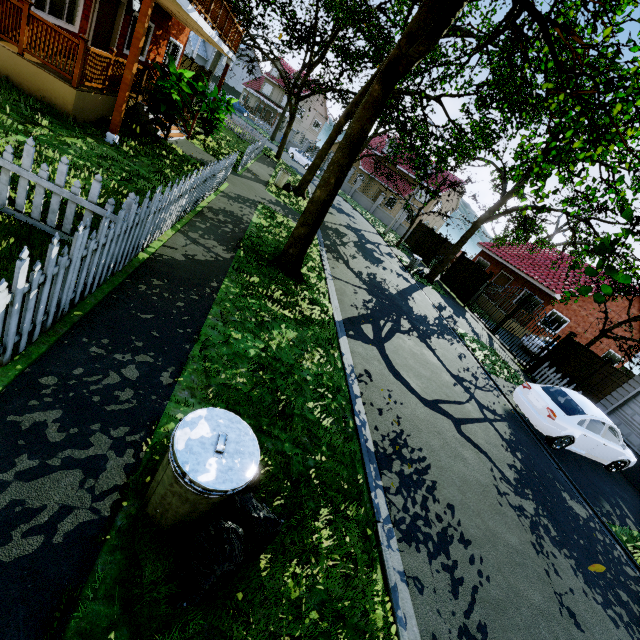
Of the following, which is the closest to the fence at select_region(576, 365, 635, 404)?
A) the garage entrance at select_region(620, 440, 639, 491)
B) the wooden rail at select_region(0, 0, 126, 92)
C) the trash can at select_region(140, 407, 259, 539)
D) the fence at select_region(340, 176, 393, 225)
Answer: the garage entrance at select_region(620, 440, 639, 491)

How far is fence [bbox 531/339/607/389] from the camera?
14.2m

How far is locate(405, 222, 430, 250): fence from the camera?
29.1 meters

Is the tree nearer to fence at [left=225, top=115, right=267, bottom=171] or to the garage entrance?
fence at [left=225, top=115, right=267, bottom=171]

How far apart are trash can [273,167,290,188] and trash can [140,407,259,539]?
16.4 meters

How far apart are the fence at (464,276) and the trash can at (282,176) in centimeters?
1311cm

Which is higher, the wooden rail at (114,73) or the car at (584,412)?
the wooden rail at (114,73)

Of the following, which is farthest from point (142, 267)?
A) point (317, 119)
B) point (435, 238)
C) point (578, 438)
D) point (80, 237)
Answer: point (317, 119)
